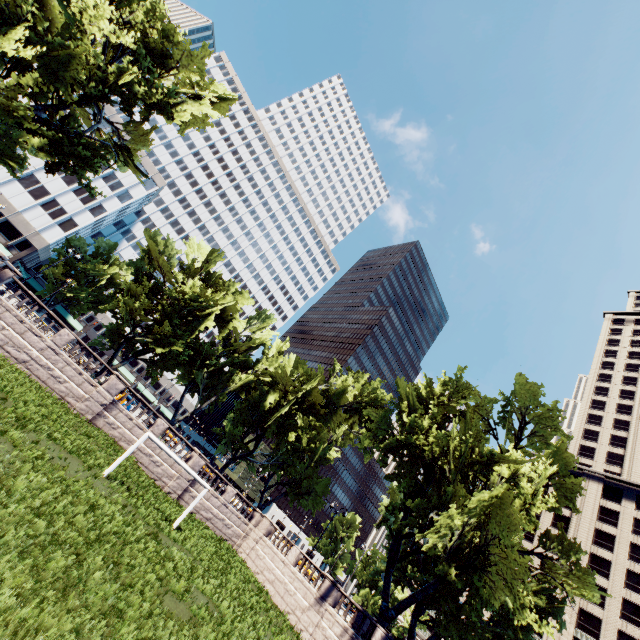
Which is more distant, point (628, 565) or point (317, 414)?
point (628, 565)

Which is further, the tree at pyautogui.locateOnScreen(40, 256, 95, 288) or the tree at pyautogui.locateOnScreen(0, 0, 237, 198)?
the tree at pyautogui.locateOnScreen(40, 256, 95, 288)

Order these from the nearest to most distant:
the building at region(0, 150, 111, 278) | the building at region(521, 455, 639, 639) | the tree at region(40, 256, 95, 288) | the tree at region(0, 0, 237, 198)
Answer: the tree at region(0, 0, 237, 198) < the building at region(521, 455, 639, 639) < the building at region(0, 150, 111, 278) < the tree at region(40, 256, 95, 288)

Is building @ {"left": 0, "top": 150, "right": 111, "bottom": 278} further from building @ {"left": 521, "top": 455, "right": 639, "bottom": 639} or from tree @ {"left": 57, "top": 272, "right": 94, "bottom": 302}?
building @ {"left": 521, "top": 455, "right": 639, "bottom": 639}

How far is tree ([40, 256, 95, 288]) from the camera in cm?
5525

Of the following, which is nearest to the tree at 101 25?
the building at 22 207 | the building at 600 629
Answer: the building at 22 207

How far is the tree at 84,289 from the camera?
57.8m
